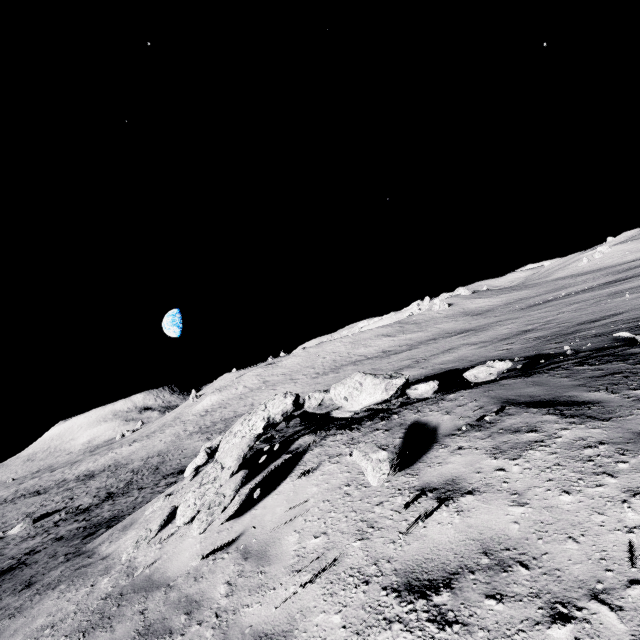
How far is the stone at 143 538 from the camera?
5.5m

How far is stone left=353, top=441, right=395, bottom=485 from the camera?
3.5 meters

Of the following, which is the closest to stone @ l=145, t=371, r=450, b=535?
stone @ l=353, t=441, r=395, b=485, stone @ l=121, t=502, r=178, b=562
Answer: stone @ l=121, t=502, r=178, b=562

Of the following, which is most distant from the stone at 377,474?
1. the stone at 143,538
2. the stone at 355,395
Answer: the stone at 143,538

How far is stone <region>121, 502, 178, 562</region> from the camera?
5.52m

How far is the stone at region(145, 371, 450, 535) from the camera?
5.07m

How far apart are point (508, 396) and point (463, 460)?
1.6m
